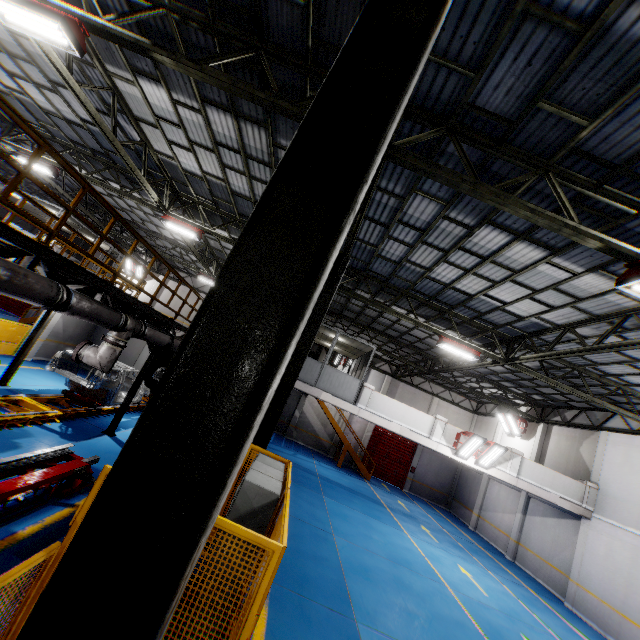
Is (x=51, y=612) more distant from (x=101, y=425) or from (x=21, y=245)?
(x=101, y=425)

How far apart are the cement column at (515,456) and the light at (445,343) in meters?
5.7

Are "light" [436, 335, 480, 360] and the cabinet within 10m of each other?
yes

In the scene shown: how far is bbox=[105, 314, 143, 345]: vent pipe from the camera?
7.80m

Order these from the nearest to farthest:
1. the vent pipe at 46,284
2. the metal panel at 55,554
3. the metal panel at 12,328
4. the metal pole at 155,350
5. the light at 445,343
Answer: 1. the metal panel at 55,554
2. the vent pipe at 46,284
3. the metal pole at 155,350
4. the light at 445,343
5. the metal panel at 12,328

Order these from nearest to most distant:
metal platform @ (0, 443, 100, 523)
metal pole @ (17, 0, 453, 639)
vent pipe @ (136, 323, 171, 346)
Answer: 1. metal pole @ (17, 0, 453, 639)
2. metal platform @ (0, 443, 100, 523)
3. vent pipe @ (136, 323, 171, 346)

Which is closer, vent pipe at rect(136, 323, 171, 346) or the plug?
the plug

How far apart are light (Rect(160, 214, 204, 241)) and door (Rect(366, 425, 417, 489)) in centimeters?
2035cm
